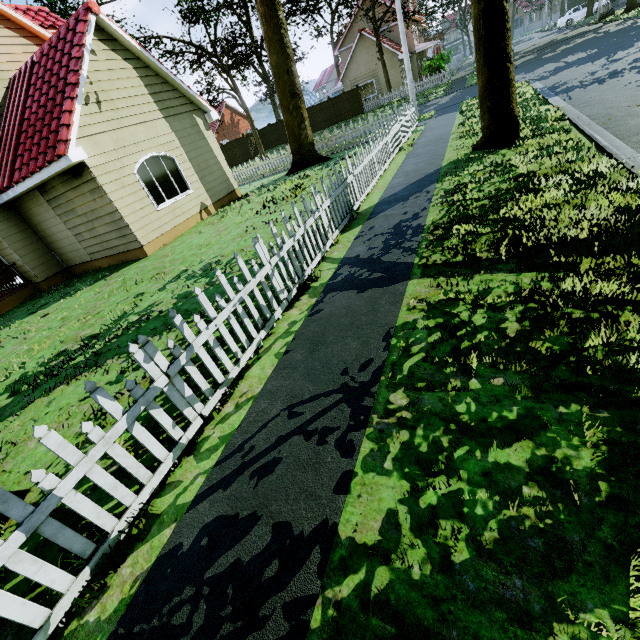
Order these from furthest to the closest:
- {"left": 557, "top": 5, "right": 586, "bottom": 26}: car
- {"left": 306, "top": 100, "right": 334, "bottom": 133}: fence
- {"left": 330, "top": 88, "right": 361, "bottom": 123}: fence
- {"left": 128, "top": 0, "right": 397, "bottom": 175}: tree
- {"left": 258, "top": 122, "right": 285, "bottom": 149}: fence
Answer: {"left": 557, "top": 5, "right": 586, "bottom": 26}: car
{"left": 258, "top": 122, "right": 285, "bottom": 149}: fence
{"left": 306, "top": 100, "right": 334, "bottom": 133}: fence
{"left": 330, "top": 88, "right": 361, "bottom": 123}: fence
{"left": 128, "top": 0, "right": 397, "bottom": 175}: tree

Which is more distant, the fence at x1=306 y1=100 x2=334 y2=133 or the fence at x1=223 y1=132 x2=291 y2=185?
the fence at x1=306 y1=100 x2=334 y2=133

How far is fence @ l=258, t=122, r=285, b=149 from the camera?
35.4 meters

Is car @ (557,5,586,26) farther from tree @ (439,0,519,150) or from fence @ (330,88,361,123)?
fence @ (330,88,361,123)

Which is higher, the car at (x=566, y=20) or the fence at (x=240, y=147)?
the fence at (x=240, y=147)

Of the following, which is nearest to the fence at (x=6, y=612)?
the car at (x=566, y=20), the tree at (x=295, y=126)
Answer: the tree at (x=295, y=126)

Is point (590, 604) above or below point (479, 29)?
below
